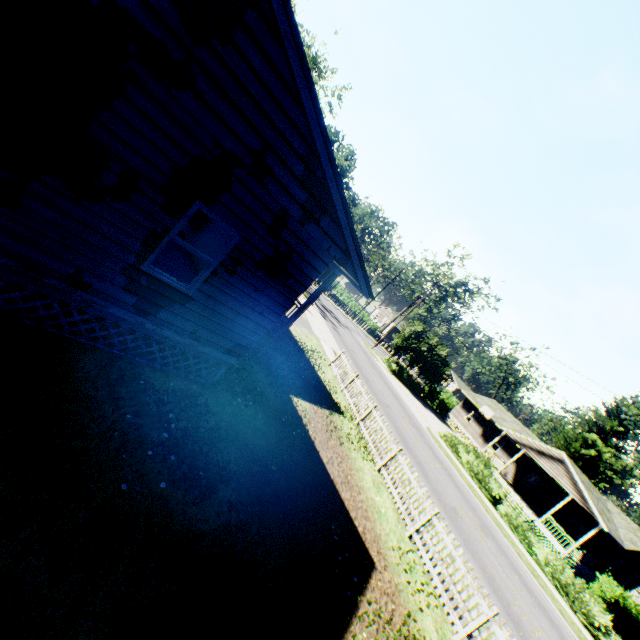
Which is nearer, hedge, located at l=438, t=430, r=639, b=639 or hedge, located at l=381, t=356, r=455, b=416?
hedge, located at l=438, t=430, r=639, b=639

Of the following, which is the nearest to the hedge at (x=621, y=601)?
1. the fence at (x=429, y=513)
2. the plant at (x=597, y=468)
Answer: the plant at (x=597, y=468)

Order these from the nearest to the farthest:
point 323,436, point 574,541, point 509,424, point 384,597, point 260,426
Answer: point 384,597 < point 260,426 < point 323,436 < point 574,541 < point 509,424

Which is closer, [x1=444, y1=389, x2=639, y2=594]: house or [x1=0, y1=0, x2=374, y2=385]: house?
[x1=0, y1=0, x2=374, y2=385]: house

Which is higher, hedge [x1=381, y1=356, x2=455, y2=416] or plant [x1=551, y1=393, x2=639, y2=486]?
plant [x1=551, y1=393, x2=639, y2=486]

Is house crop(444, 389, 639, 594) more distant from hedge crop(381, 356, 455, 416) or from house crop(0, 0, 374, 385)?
house crop(0, 0, 374, 385)

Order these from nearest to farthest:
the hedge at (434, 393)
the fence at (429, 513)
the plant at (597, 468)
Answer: the fence at (429, 513) → the plant at (597, 468) → the hedge at (434, 393)

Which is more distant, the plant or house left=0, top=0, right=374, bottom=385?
the plant
